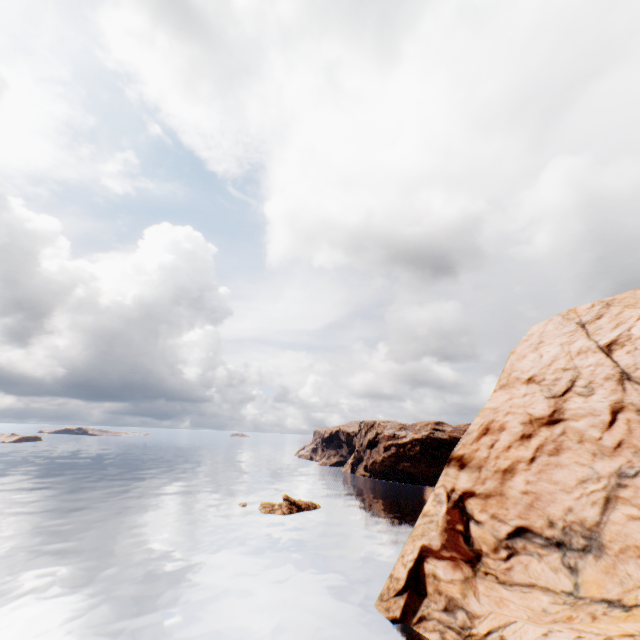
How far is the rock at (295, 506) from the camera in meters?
49.8

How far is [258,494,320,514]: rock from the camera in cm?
4984

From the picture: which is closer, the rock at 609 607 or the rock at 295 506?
the rock at 609 607

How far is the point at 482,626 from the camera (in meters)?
20.53

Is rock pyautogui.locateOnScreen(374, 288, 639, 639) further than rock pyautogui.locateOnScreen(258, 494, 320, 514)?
No

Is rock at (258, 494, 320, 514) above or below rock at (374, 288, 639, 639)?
below
